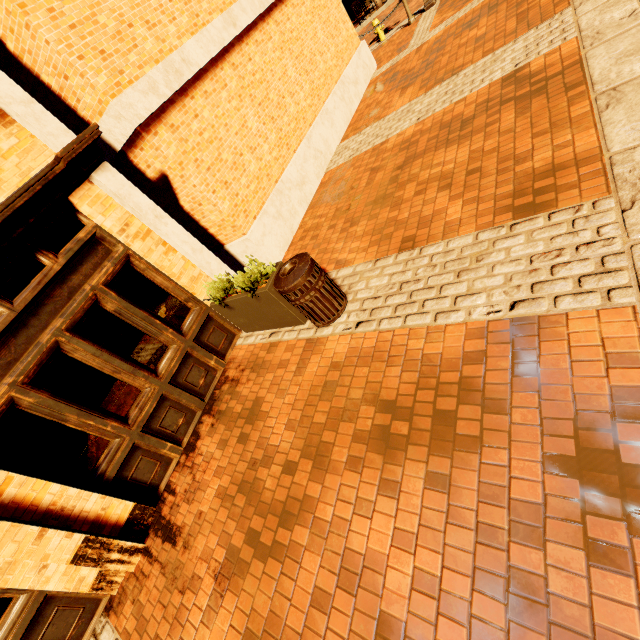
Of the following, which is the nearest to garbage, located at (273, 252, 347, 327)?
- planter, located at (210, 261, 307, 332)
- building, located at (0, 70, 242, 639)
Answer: planter, located at (210, 261, 307, 332)

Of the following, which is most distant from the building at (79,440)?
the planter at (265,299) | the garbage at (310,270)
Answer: the garbage at (310,270)

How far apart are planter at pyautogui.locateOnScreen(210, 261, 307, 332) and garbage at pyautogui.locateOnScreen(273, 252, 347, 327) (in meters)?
0.08

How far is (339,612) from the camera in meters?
2.4

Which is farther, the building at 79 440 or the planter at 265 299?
the planter at 265 299

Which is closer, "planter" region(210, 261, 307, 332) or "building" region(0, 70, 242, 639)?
"building" region(0, 70, 242, 639)

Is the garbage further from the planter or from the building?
the building
